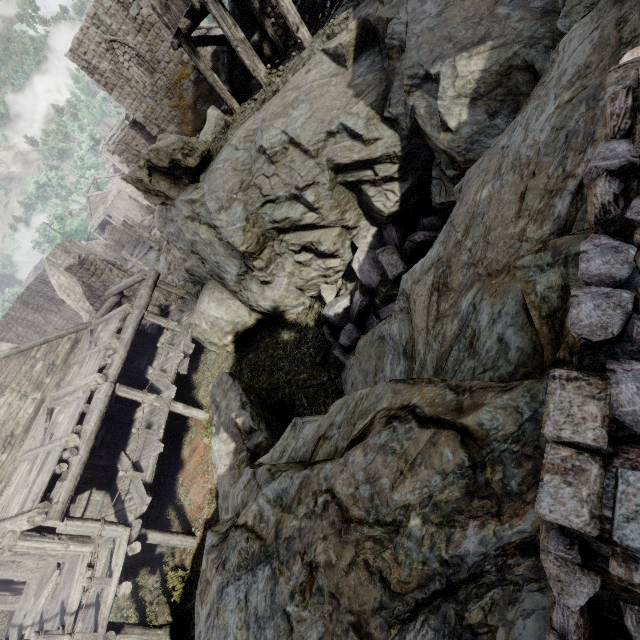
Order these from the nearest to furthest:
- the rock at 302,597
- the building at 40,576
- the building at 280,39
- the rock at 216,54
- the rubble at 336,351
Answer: the rock at 302,597 → the rubble at 336,351 → the building at 40,576 → the building at 280,39 → the rock at 216,54

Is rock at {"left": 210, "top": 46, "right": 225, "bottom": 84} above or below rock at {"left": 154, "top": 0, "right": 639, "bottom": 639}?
above

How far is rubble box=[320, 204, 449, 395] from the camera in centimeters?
884cm

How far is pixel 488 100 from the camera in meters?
6.2

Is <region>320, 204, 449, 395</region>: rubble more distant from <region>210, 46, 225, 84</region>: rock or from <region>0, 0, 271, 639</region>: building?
<region>210, 46, 225, 84</region>: rock

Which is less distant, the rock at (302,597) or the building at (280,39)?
the rock at (302,597)

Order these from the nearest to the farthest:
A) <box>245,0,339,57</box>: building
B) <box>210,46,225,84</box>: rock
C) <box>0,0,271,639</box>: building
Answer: <box>0,0,271,639</box>: building
<box>245,0,339,57</box>: building
<box>210,46,225,84</box>: rock

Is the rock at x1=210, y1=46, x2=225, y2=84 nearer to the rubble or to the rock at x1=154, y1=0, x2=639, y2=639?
the rock at x1=154, y1=0, x2=639, y2=639
